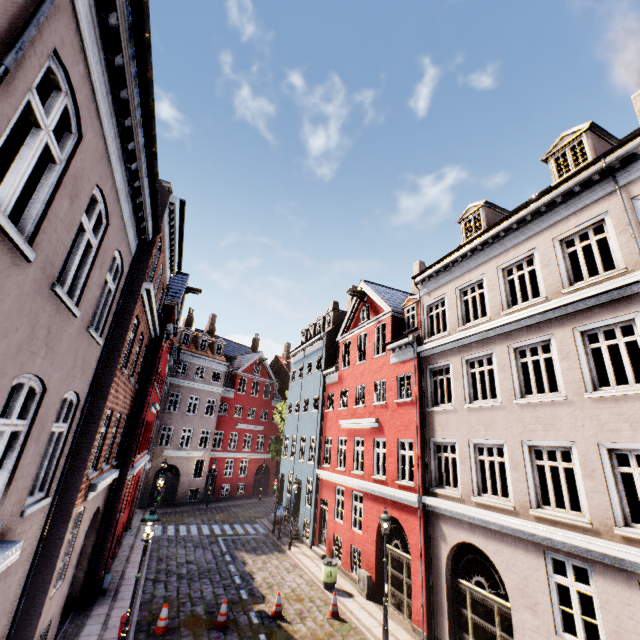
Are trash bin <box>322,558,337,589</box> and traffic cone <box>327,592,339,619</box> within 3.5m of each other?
yes

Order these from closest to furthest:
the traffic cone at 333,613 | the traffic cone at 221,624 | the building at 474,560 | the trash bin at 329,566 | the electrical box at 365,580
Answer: the building at 474,560 < the traffic cone at 221,624 < the traffic cone at 333,613 < the electrical box at 365,580 < the trash bin at 329,566

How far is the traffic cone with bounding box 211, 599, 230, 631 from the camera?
10.9m

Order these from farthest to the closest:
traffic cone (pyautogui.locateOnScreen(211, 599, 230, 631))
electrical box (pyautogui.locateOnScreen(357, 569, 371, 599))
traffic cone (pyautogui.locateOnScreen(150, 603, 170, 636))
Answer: electrical box (pyautogui.locateOnScreen(357, 569, 371, 599)) < traffic cone (pyautogui.locateOnScreen(211, 599, 230, 631)) < traffic cone (pyautogui.locateOnScreen(150, 603, 170, 636))

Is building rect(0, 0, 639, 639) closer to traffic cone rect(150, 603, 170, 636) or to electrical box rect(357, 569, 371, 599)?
electrical box rect(357, 569, 371, 599)

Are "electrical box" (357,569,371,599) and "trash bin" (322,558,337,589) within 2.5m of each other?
yes

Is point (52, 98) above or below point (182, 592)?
above

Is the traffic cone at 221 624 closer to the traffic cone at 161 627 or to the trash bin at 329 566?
the traffic cone at 161 627
